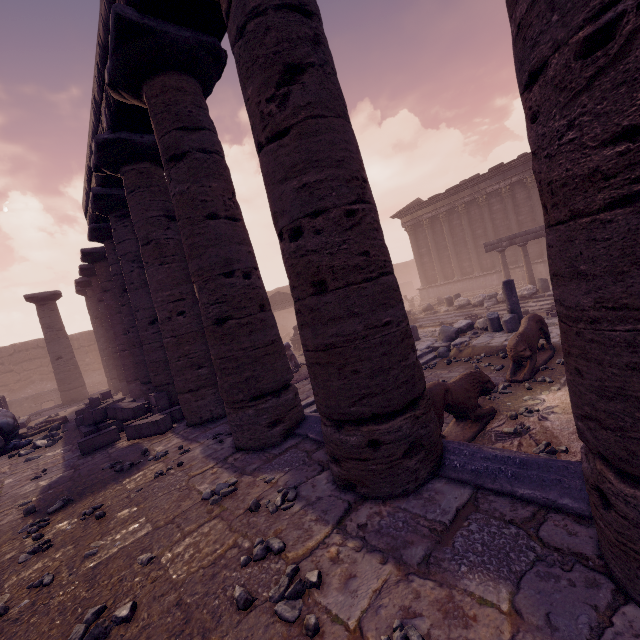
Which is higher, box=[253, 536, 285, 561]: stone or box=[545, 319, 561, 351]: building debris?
box=[253, 536, 285, 561]: stone

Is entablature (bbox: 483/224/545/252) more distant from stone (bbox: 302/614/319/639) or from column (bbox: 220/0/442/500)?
stone (bbox: 302/614/319/639)

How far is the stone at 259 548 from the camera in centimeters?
235cm

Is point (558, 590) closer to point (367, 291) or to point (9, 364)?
point (367, 291)

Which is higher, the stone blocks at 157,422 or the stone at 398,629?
the stone blocks at 157,422

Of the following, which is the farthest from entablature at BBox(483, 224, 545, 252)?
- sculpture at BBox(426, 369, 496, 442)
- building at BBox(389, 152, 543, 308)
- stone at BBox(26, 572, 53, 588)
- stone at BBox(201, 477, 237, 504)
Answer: stone at BBox(26, 572, 53, 588)

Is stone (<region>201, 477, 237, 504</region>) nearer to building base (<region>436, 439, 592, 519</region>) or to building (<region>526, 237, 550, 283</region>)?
building base (<region>436, 439, 592, 519</region>)

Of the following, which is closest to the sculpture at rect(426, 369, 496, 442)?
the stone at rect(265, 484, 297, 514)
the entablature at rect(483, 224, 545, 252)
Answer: the stone at rect(265, 484, 297, 514)
